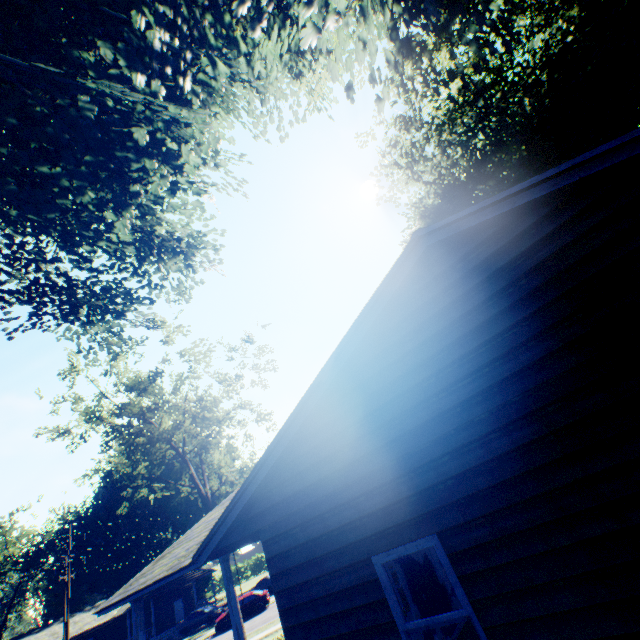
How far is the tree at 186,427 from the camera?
19.8 meters

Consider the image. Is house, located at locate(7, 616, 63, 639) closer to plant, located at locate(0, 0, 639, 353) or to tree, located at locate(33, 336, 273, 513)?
A: tree, located at locate(33, 336, 273, 513)

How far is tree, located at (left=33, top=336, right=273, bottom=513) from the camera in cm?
1983

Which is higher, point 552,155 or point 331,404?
point 552,155

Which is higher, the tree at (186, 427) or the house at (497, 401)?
the tree at (186, 427)

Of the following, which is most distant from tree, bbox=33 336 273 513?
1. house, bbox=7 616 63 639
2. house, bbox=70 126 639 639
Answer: house, bbox=7 616 63 639

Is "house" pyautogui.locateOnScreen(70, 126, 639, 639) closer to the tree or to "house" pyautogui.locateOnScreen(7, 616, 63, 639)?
the tree
